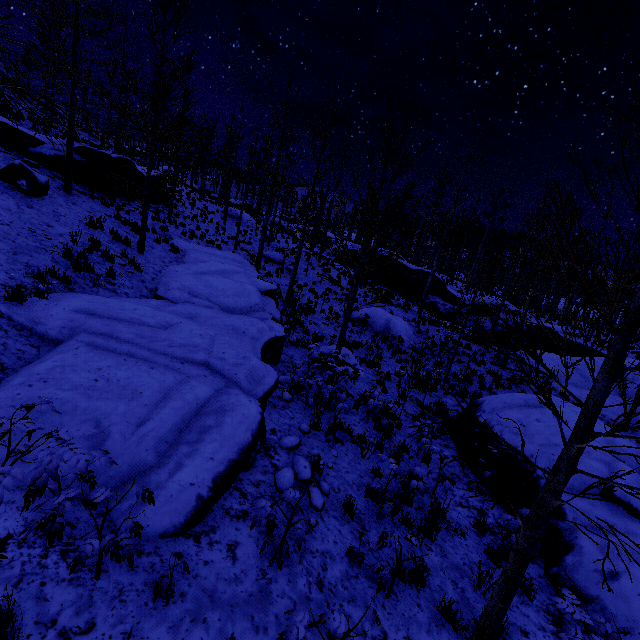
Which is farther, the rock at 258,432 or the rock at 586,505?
the rock at 586,505

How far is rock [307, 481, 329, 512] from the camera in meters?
5.1 m

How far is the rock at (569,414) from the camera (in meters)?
8.19

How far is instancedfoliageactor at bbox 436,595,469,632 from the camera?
3.97m

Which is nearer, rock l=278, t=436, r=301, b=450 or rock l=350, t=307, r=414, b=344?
rock l=278, t=436, r=301, b=450

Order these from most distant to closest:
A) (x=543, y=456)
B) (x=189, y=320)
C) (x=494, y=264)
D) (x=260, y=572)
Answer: (x=494, y=264) < (x=189, y=320) < (x=543, y=456) < (x=260, y=572)

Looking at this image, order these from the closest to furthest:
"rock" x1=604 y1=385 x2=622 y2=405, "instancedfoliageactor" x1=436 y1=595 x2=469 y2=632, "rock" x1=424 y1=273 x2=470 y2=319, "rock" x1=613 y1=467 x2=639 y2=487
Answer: "instancedfoliageactor" x1=436 y1=595 x2=469 y2=632 < "rock" x1=613 y1=467 x2=639 y2=487 < "rock" x1=604 y1=385 x2=622 y2=405 < "rock" x1=424 y1=273 x2=470 y2=319

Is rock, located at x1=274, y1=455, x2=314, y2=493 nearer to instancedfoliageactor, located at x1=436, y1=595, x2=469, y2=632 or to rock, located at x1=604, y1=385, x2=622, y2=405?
instancedfoliageactor, located at x1=436, y1=595, x2=469, y2=632
